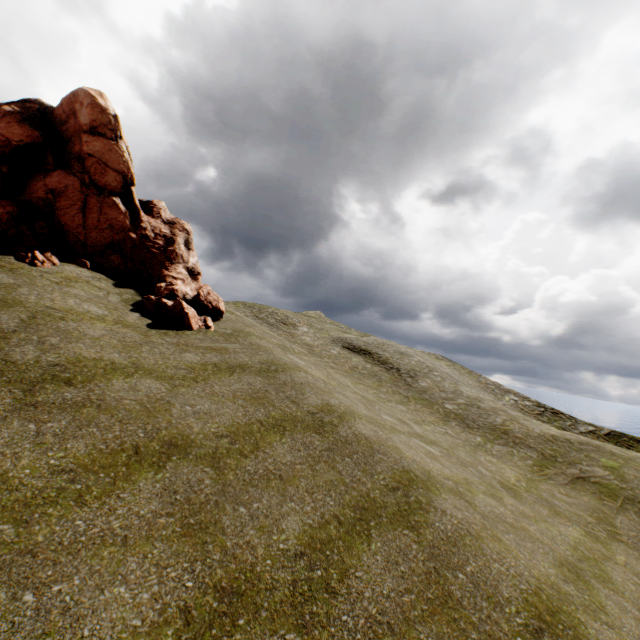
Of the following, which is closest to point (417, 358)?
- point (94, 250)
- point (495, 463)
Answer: point (495, 463)
